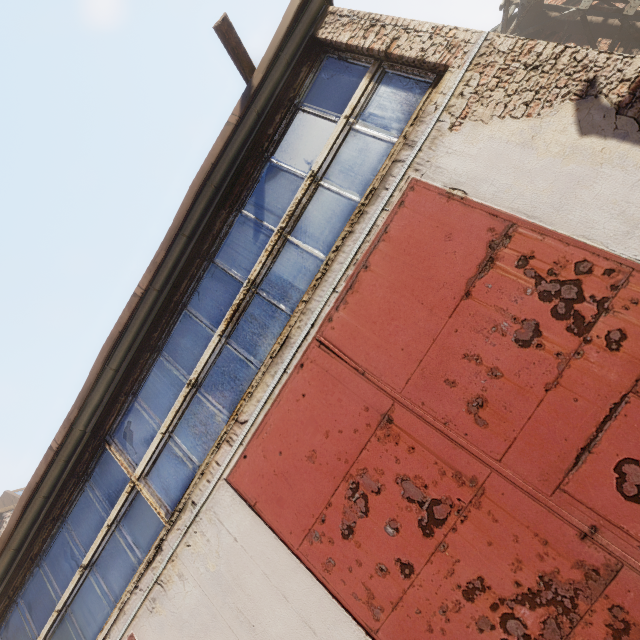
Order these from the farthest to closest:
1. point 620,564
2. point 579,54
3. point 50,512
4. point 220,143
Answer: point 50,512, point 220,143, point 579,54, point 620,564

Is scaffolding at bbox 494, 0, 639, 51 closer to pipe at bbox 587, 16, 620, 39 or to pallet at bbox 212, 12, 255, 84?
pipe at bbox 587, 16, 620, 39

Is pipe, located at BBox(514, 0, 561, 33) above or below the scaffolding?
above

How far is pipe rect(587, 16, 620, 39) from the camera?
7.27m

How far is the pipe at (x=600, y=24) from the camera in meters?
7.3 m

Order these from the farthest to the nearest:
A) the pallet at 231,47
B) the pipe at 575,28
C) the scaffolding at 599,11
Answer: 1. the pipe at 575,28
2. the scaffolding at 599,11
3. the pallet at 231,47

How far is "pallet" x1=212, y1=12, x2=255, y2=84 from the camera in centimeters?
357cm
